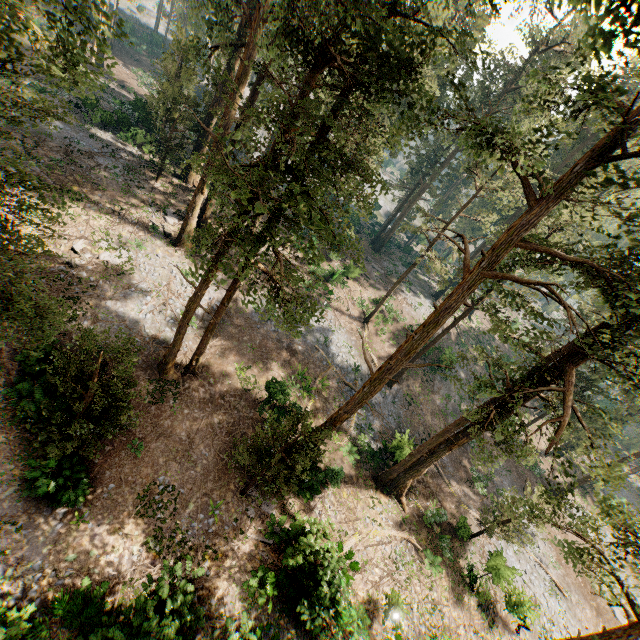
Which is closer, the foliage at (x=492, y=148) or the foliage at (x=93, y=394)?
the foliage at (x=492, y=148)

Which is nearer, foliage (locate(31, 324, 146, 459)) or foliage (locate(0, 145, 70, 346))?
foliage (locate(0, 145, 70, 346))

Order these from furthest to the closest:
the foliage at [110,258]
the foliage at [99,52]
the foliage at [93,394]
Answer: the foliage at [110,258] → the foliage at [93,394] → the foliage at [99,52]

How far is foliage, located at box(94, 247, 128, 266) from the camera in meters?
19.8

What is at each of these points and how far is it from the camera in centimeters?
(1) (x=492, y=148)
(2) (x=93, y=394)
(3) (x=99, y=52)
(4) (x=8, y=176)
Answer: (1) foliage, 1098cm
(2) foliage, 1209cm
(3) foliage, 1088cm
(4) foliage, 726cm

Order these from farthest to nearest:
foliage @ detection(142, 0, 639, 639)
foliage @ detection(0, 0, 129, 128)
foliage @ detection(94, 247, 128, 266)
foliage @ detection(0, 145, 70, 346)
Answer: foliage @ detection(94, 247, 128, 266), foliage @ detection(142, 0, 639, 639), foliage @ detection(0, 145, 70, 346), foliage @ detection(0, 0, 129, 128)

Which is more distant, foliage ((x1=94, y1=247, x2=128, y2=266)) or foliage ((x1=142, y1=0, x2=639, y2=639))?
foliage ((x1=94, y1=247, x2=128, y2=266))
